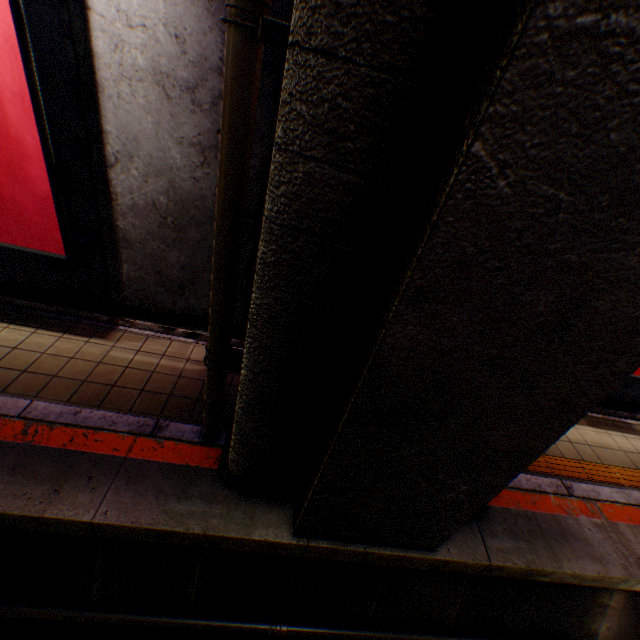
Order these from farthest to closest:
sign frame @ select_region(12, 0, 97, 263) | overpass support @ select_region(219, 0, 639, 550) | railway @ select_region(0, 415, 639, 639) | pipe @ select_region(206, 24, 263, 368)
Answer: railway @ select_region(0, 415, 639, 639), sign frame @ select_region(12, 0, 97, 263), pipe @ select_region(206, 24, 263, 368), overpass support @ select_region(219, 0, 639, 550)

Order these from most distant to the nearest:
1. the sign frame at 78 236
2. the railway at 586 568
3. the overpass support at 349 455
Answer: the railway at 586 568 < the sign frame at 78 236 < the overpass support at 349 455

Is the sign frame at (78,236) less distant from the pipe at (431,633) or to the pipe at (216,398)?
the pipe at (216,398)

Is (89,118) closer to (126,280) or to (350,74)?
(126,280)

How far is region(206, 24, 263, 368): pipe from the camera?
1.8m

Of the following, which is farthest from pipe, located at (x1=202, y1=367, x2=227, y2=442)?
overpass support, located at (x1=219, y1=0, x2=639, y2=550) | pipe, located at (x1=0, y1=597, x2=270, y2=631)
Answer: pipe, located at (x1=0, y1=597, x2=270, y2=631)

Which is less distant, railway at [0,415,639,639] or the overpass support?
the overpass support

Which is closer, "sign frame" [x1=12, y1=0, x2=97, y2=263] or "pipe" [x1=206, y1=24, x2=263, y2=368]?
"pipe" [x1=206, y1=24, x2=263, y2=368]
